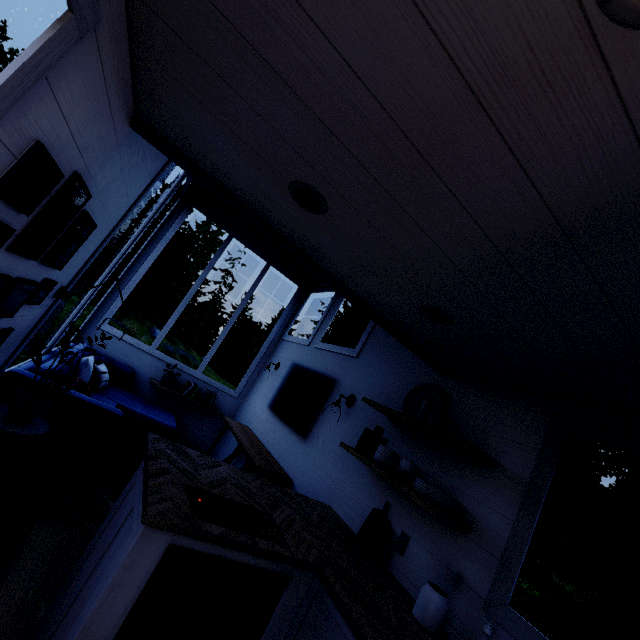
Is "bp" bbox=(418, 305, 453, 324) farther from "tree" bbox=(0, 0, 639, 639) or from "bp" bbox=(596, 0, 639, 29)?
"bp" bbox=(596, 0, 639, 29)

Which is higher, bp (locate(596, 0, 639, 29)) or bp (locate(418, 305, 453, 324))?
bp (locate(418, 305, 453, 324))

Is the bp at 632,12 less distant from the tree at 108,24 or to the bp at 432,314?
the tree at 108,24

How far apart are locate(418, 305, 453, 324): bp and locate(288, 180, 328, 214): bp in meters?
0.9 m

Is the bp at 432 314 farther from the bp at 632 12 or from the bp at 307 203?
the bp at 632 12

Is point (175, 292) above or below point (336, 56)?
above

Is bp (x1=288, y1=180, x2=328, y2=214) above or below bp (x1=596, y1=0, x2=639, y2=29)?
above

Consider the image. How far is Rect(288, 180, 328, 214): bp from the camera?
1.4 meters
